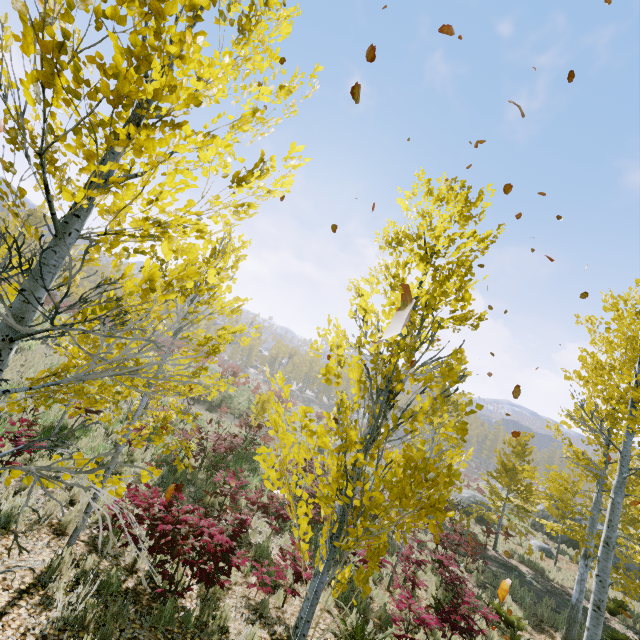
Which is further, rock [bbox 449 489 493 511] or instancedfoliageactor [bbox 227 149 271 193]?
rock [bbox 449 489 493 511]

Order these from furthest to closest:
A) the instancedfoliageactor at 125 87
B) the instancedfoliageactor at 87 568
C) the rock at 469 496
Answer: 1. the rock at 469 496
2. the instancedfoliageactor at 87 568
3. the instancedfoliageactor at 125 87

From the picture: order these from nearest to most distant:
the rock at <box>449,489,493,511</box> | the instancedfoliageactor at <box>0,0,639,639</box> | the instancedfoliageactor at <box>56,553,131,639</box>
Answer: the instancedfoliageactor at <box>0,0,639,639</box>
the instancedfoliageactor at <box>56,553,131,639</box>
the rock at <box>449,489,493,511</box>

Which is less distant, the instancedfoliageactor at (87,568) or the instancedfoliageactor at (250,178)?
the instancedfoliageactor at (250,178)

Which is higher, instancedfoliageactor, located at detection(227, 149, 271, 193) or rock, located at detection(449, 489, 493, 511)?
instancedfoliageactor, located at detection(227, 149, 271, 193)

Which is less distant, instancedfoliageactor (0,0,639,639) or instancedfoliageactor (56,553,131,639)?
instancedfoliageactor (0,0,639,639)

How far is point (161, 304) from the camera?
1.35m
